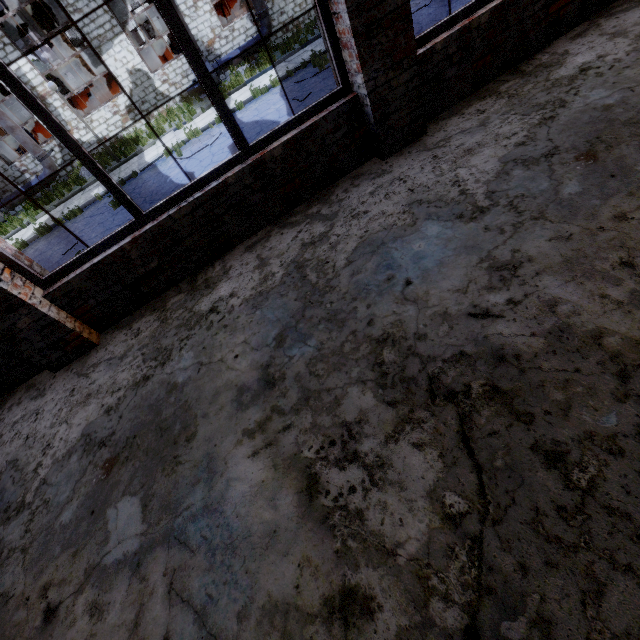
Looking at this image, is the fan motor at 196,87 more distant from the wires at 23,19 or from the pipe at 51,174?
the pipe at 51,174

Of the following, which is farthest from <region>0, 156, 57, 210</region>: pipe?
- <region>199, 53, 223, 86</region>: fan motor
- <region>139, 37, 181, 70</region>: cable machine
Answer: <region>199, 53, 223, 86</region>: fan motor

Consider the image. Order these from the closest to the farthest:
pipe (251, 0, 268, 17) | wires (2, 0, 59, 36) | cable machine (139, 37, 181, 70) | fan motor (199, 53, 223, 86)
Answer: pipe (251, 0, 268, 17), fan motor (199, 53, 223, 86), cable machine (139, 37, 181, 70), wires (2, 0, 59, 36)

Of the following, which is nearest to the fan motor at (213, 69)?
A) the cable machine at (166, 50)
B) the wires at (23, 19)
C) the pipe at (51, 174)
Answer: the cable machine at (166, 50)

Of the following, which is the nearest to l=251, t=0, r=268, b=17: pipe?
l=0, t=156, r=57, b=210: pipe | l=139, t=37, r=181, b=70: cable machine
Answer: l=139, t=37, r=181, b=70: cable machine

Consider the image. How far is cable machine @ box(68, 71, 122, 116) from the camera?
18.70m

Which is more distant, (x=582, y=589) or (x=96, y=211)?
(x=96, y=211)

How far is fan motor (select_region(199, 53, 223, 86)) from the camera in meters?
16.5
